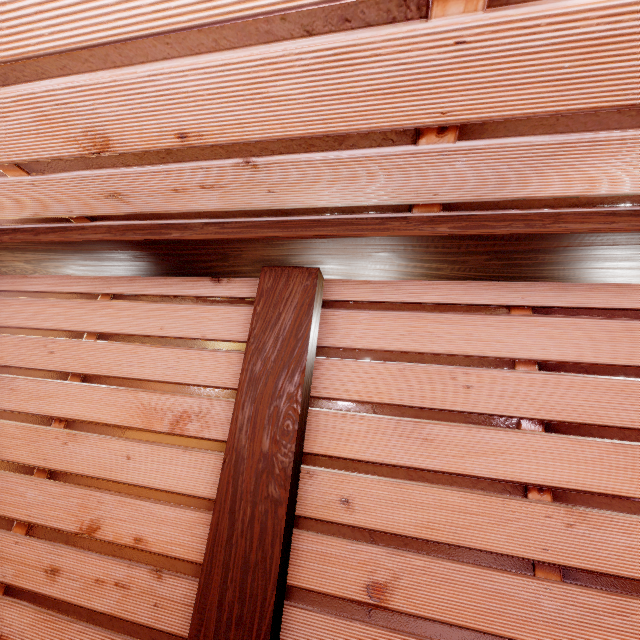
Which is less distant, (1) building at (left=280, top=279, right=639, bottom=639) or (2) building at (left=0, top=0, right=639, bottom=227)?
(2) building at (left=0, top=0, right=639, bottom=227)

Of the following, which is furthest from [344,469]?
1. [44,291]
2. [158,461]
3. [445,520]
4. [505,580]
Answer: [44,291]

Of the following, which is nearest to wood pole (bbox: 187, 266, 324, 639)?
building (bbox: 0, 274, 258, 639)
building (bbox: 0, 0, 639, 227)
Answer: building (bbox: 0, 274, 258, 639)

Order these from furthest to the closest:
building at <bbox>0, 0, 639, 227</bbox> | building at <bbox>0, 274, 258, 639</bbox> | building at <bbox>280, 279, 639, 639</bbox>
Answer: building at <bbox>0, 274, 258, 639</bbox>, building at <bbox>280, 279, 639, 639</bbox>, building at <bbox>0, 0, 639, 227</bbox>

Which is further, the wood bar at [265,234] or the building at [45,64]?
the wood bar at [265,234]

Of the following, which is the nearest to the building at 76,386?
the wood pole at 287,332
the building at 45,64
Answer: the wood pole at 287,332

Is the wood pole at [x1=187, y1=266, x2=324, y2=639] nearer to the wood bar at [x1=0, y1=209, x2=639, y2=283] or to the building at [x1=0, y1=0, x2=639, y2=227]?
the wood bar at [x1=0, y1=209, x2=639, y2=283]
